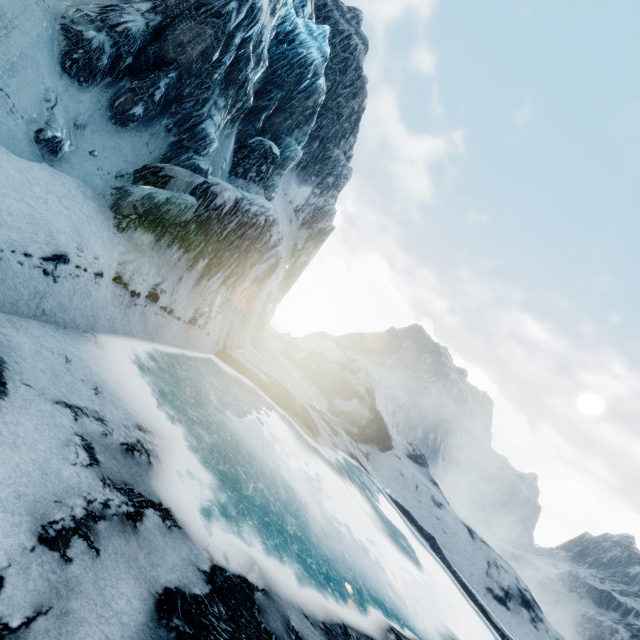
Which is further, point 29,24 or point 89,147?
point 89,147
